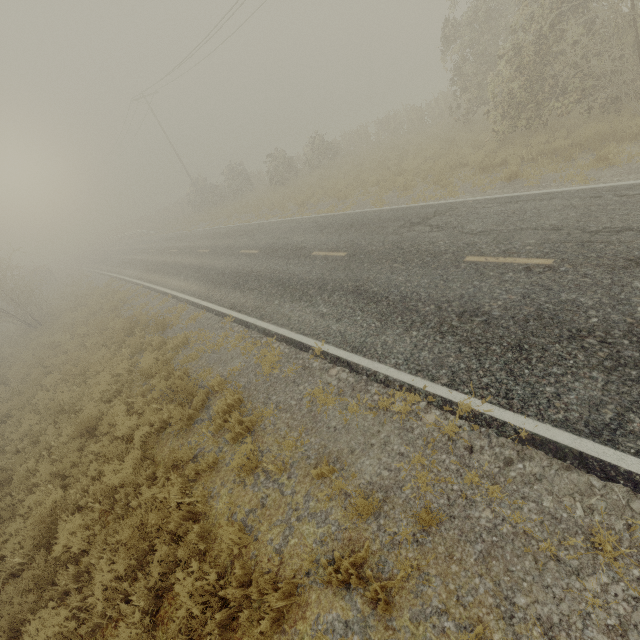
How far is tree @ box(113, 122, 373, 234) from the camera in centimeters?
2625cm

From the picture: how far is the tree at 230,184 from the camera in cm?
2625

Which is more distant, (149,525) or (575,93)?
(575,93)

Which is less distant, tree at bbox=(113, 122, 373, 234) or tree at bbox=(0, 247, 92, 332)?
tree at bbox=(0, 247, 92, 332)

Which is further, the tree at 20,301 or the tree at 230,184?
the tree at 230,184
